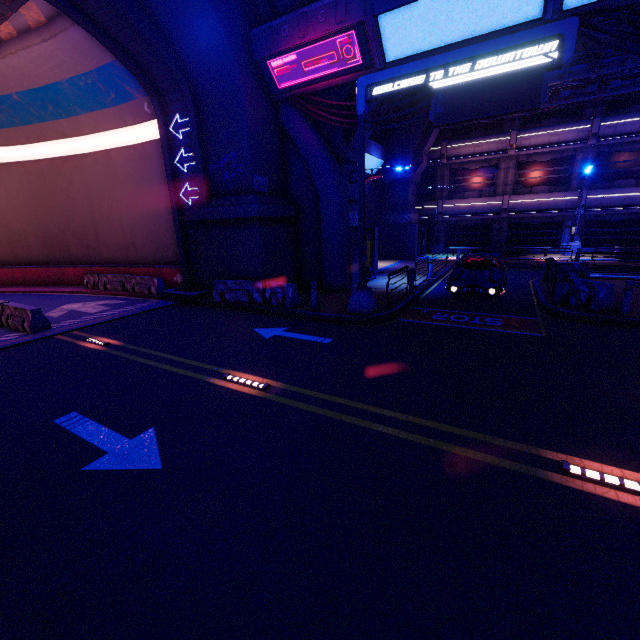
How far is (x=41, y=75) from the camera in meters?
15.2

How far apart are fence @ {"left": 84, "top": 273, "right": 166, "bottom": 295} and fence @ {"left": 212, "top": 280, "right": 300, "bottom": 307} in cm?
659

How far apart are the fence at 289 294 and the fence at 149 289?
6.6m

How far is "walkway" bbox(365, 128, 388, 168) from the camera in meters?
23.3 m

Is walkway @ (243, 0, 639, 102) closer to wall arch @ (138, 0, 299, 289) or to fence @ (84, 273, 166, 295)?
wall arch @ (138, 0, 299, 289)

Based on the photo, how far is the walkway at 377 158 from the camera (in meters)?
23.31

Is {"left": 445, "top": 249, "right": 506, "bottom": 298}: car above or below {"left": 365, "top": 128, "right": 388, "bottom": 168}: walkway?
below

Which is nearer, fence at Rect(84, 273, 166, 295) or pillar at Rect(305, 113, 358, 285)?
pillar at Rect(305, 113, 358, 285)
